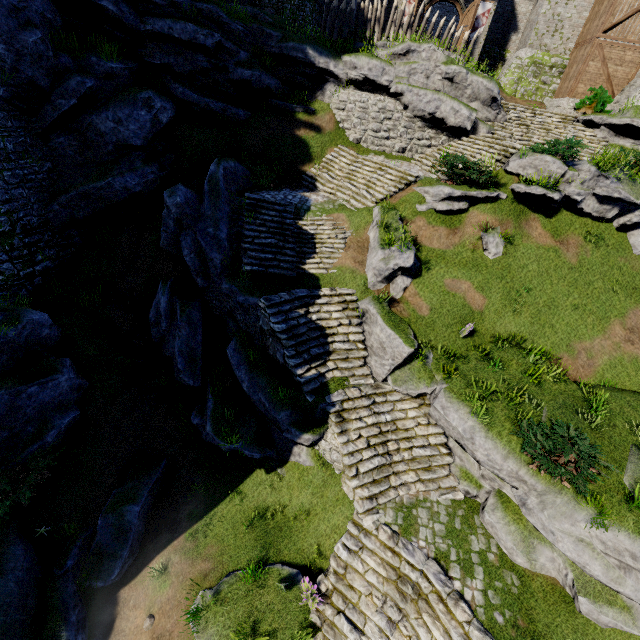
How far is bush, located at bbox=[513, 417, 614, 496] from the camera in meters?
8.2

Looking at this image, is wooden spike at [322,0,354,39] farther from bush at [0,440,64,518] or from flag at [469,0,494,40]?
bush at [0,440,64,518]

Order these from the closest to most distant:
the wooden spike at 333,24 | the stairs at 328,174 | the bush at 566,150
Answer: the bush at 566,150 → the stairs at 328,174 → the wooden spike at 333,24

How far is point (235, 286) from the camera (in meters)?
12.10

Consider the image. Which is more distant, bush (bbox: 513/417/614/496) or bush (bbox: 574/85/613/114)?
bush (bbox: 574/85/613/114)

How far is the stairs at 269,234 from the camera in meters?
13.3

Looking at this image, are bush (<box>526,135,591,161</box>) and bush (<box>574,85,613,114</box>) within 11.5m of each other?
yes

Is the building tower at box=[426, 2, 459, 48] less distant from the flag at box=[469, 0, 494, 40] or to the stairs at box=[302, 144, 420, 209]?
the flag at box=[469, 0, 494, 40]
